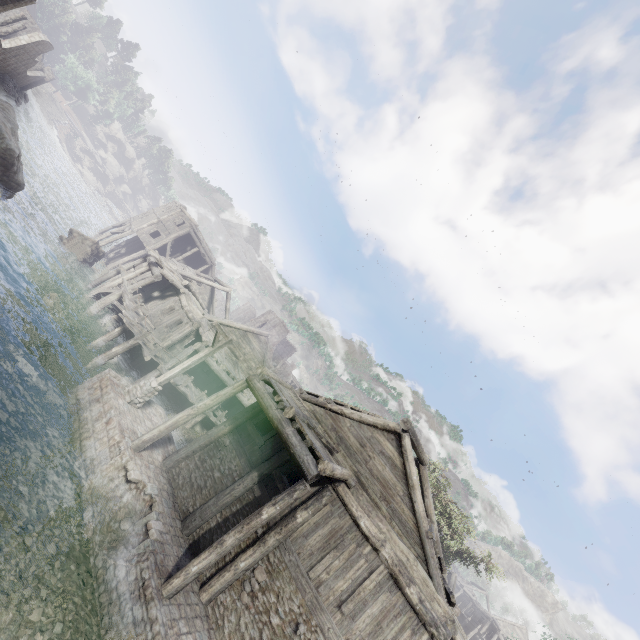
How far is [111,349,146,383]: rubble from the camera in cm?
1819

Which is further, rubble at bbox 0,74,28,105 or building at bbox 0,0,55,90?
rubble at bbox 0,74,28,105

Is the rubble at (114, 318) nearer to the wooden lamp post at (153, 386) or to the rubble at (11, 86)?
the wooden lamp post at (153, 386)

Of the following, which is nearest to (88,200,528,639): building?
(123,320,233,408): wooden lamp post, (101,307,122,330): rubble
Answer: (101,307,122,330): rubble

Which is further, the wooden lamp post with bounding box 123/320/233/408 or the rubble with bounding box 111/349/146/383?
the rubble with bounding box 111/349/146/383

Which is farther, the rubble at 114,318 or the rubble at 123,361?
the rubble at 114,318

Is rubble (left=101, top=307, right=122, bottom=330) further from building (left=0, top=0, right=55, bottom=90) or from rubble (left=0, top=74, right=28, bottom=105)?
rubble (left=0, top=74, right=28, bottom=105)

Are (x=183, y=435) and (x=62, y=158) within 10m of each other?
no
